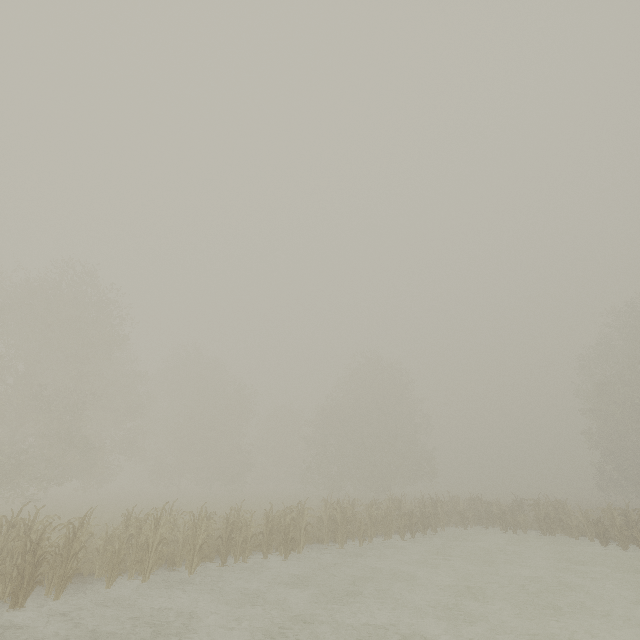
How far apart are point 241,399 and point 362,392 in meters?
16.7
